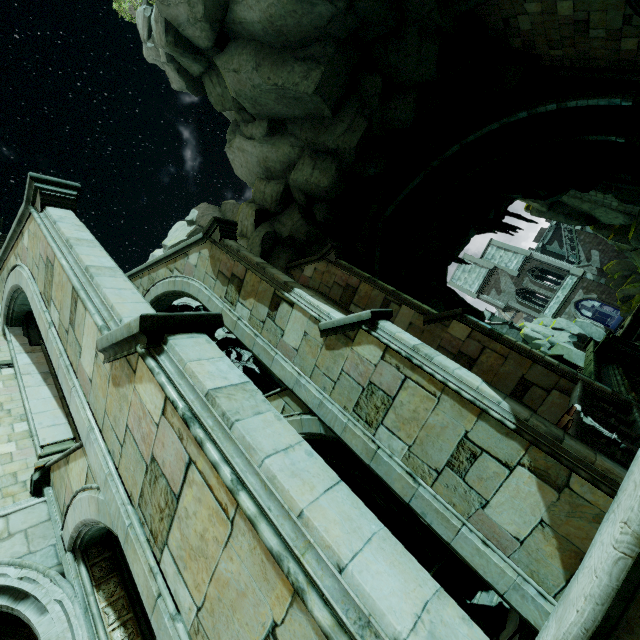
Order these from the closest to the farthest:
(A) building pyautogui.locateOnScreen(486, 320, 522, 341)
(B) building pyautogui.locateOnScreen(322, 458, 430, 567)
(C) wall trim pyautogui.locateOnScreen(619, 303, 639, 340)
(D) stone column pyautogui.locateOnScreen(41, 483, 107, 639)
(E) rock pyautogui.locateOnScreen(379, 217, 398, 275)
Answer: (D) stone column pyautogui.locateOnScreen(41, 483, 107, 639), (B) building pyautogui.locateOnScreen(322, 458, 430, 567), (E) rock pyautogui.locateOnScreen(379, 217, 398, 275), (C) wall trim pyautogui.locateOnScreen(619, 303, 639, 340), (A) building pyautogui.locateOnScreen(486, 320, 522, 341)

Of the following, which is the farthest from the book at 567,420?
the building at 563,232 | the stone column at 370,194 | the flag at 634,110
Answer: the stone column at 370,194

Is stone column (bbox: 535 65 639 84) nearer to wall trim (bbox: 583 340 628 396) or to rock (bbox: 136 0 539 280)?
rock (bbox: 136 0 539 280)

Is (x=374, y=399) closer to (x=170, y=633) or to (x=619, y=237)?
(x=170, y=633)

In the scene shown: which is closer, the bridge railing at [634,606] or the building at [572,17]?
the bridge railing at [634,606]

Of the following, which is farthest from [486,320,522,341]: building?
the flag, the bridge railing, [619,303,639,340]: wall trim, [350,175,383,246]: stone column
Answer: the flag

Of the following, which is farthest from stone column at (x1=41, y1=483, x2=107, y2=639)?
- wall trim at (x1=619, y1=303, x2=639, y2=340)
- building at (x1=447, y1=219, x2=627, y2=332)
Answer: wall trim at (x1=619, y1=303, x2=639, y2=340)

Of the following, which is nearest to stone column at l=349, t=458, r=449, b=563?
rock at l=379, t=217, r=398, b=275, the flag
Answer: rock at l=379, t=217, r=398, b=275
